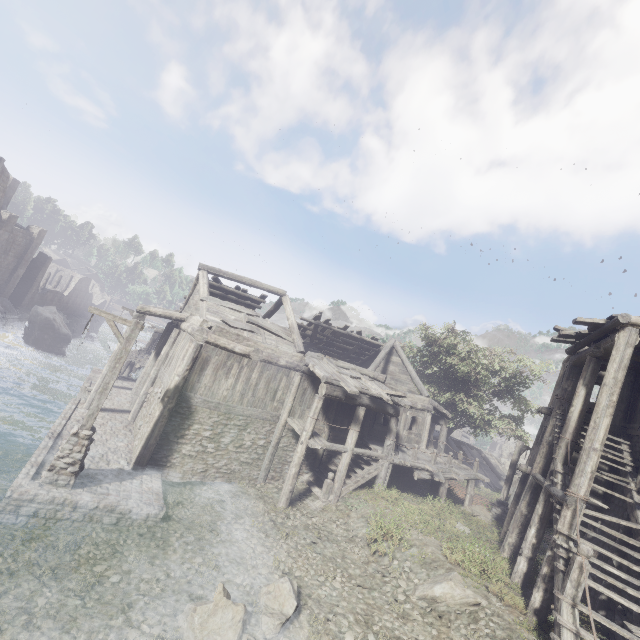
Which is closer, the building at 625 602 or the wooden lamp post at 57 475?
the building at 625 602

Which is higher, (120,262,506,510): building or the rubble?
(120,262,506,510): building

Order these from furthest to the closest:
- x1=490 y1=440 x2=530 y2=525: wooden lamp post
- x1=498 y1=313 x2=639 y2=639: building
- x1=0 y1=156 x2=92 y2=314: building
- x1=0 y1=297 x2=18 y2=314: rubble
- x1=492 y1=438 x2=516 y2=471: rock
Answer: x1=492 y1=438 x2=516 y2=471: rock, x1=0 y1=297 x2=18 y2=314: rubble, x1=0 y1=156 x2=92 y2=314: building, x1=490 y1=440 x2=530 y2=525: wooden lamp post, x1=498 y1=313 x2=639 y2=639: building

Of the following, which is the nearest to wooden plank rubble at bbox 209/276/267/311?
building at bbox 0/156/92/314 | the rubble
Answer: building at bbox 0/156/92/314

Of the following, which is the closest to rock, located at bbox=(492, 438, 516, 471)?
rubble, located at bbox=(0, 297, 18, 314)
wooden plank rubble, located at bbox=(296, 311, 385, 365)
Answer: wooden plank rubble, located at bbox=(296, 311, 385, 365)

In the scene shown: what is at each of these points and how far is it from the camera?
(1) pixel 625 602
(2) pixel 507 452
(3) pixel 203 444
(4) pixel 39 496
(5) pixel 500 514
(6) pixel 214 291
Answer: (1) building, 7.1m
(2) rock, 51.0m
(3) building, 13.1m
(4) building base, 8.5m
(5) wooden lamp post, 18.3m
(6) wooden plank rubble, 18.9m

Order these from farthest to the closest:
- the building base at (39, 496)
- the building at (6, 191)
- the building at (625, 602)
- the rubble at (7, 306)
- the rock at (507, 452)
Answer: the rock at (507, 452) < the rubble at (7, 306) < the building at (6, 191) < the building base at (39, 496) < the building at (625, 602)

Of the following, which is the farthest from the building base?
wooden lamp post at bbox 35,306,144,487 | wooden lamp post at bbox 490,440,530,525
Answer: wooden lamp post at bbox 490,440,530,525
